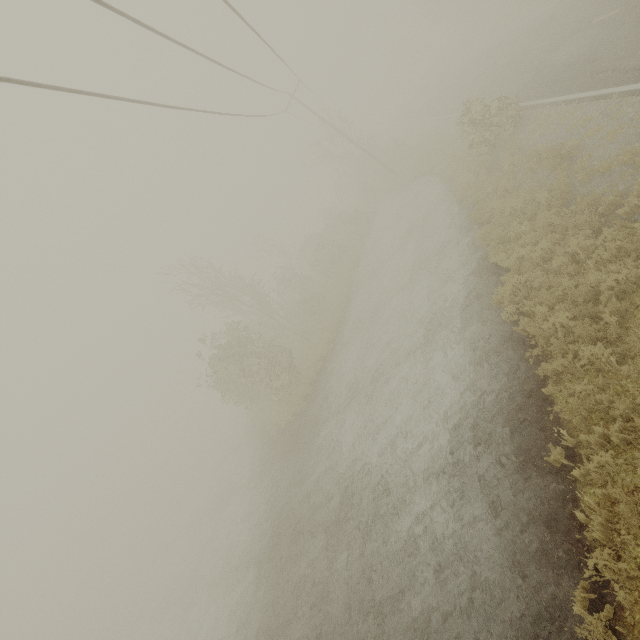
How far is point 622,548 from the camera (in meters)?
4.89
